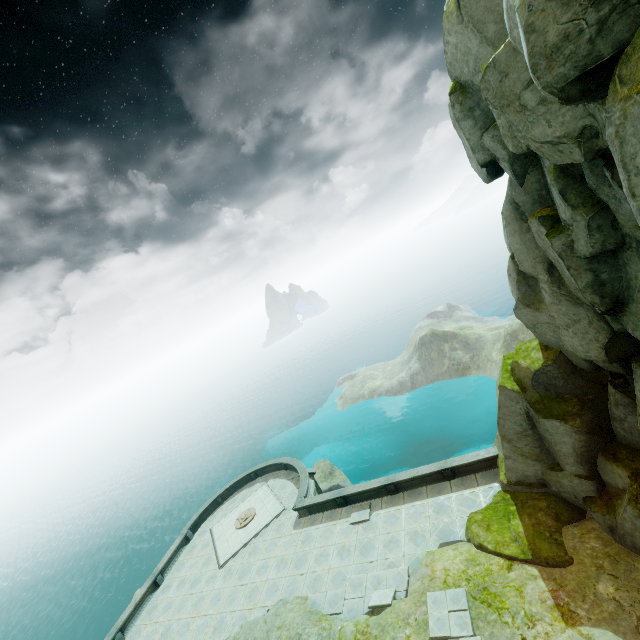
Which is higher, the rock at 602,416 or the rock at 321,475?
the rock at 602,416

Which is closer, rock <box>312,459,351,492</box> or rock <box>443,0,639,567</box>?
rock <box>443,0,639,567</box>

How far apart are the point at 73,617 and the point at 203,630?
58.0 meters

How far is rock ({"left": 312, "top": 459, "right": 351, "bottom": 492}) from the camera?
36.47m

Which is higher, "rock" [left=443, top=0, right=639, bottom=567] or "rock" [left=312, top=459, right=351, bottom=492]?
"rock" [left=443, top=0, right=639, bottom=567]

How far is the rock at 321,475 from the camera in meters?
36.5
